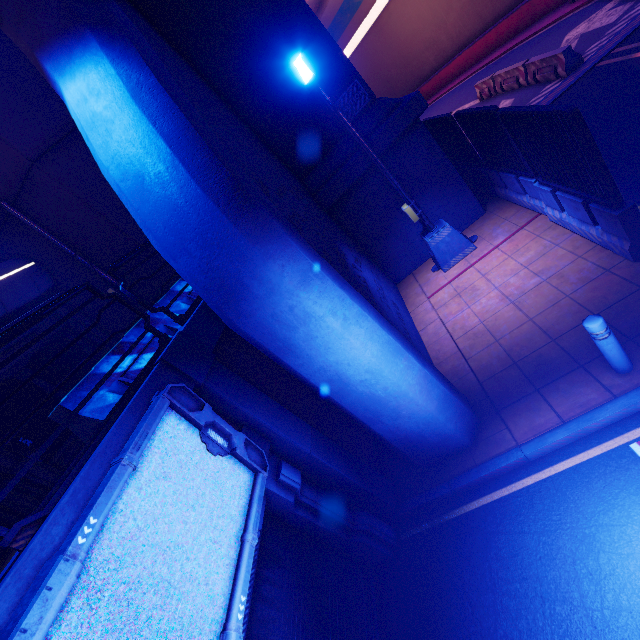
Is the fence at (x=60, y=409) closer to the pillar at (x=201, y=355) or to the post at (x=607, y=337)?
the pillar at (x=201, y=355)

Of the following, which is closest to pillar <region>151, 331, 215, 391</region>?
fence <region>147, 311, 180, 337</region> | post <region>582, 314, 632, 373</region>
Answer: fence <region>147, 311, 180, 337</region>

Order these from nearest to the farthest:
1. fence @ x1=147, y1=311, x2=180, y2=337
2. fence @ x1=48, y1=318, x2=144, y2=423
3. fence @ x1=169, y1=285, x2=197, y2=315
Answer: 1. fence @ x1=48, y1=318, x2=144, y2=423
2. fence @ x1=147, y1=311, x2=180, y2=337
3. fence @ x1=169, y1=285, x2=197, y2=315

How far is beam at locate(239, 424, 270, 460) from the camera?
4.4m

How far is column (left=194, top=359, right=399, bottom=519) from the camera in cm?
432

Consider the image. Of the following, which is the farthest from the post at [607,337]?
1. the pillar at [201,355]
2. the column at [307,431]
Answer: the pillar at [201,355]

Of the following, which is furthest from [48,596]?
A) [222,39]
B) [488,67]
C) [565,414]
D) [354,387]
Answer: [488,67]

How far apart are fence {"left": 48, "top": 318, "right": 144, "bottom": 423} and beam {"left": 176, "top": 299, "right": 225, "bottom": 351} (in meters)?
0.29
